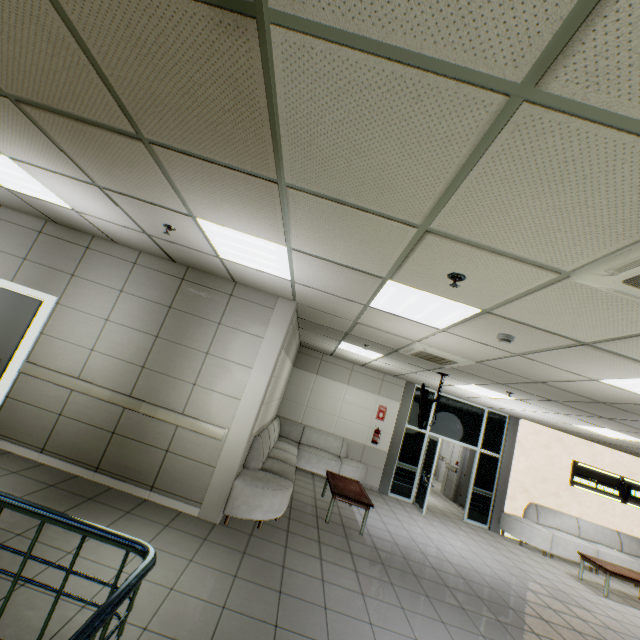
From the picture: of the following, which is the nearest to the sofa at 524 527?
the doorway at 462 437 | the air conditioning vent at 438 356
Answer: the doorway at 462 437

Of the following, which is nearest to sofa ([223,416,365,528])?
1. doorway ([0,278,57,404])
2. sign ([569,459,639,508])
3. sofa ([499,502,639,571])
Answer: doorway ([0,278,57,404])

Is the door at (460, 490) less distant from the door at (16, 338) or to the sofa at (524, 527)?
the sofa at (524, 527)

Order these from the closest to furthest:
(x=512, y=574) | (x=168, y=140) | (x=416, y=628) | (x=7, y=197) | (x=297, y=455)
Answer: (x=168, y=140) < (x=416, y=628) < (x=7, y=197) < (x=512, y=574) < (x=297, y=455)

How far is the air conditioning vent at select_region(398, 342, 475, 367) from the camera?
5.0m

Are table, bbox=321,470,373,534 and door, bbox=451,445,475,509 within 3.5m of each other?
no

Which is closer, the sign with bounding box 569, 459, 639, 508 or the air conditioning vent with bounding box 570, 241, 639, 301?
the air conditioning vent with bounding box 570, 241, 639, 301

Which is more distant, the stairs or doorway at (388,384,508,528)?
doorway at (388,384,508,528)
